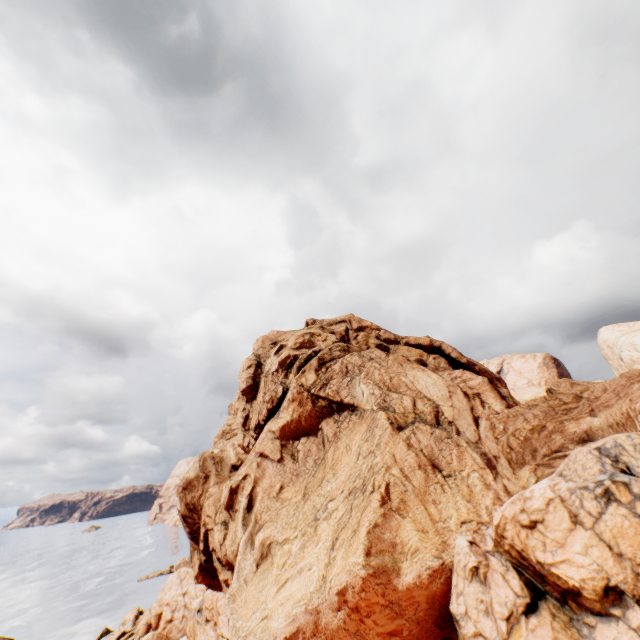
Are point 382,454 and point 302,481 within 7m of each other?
yes
